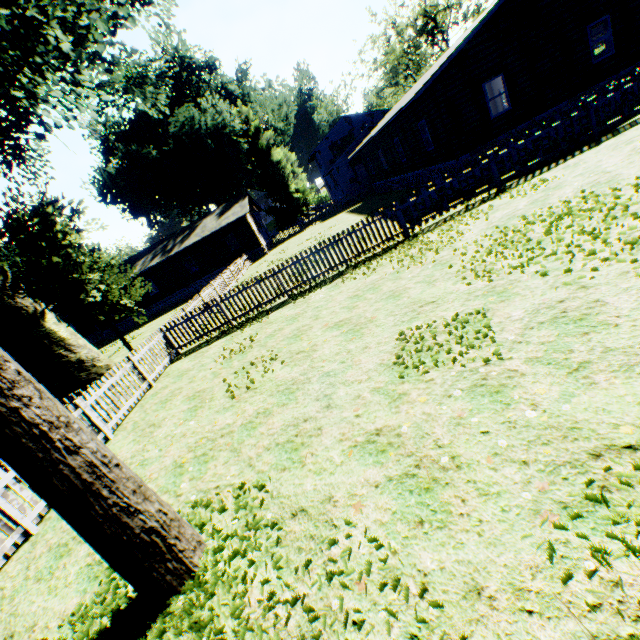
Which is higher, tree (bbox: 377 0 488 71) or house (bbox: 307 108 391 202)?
tree (bbox: 377 0 488 71)

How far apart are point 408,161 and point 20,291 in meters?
23.2

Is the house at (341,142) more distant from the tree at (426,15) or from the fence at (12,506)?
the tree at (426,15)

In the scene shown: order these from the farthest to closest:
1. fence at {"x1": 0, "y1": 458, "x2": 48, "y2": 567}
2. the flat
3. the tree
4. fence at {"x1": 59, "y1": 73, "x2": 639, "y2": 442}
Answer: the tree
the flat
fence at {"x1": 59, "y1": 73, "x2": 639, "y2": 442}
fence at {"x1": 0, "y1": 458, "x2": 48, "y2": 567}

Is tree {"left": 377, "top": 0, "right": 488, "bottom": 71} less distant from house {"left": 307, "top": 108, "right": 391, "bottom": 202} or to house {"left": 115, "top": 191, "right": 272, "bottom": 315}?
house {"left": 307, "top": 108, "right": 391, "bottom": 202}

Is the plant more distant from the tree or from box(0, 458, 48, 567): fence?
the tree

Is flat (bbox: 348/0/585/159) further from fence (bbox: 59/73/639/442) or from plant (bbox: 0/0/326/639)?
plant (bbox: 0/0/326/639)

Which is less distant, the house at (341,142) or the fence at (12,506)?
the fence at (12,506)
